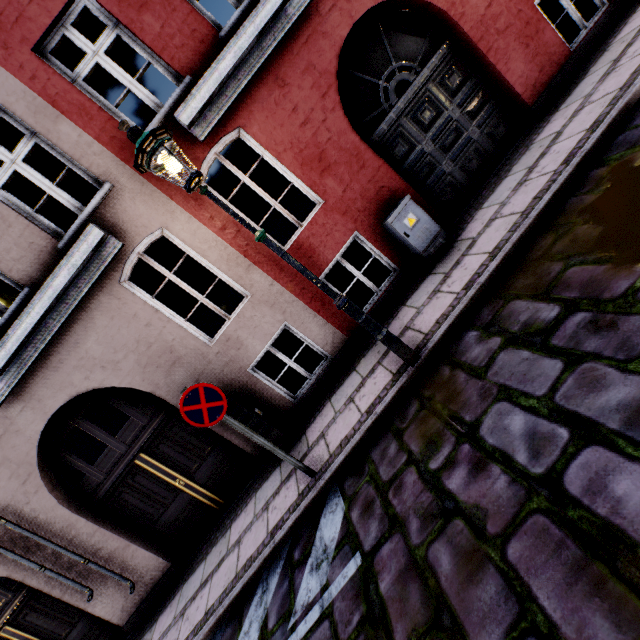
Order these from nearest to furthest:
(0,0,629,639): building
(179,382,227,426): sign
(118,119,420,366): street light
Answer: (118,119,420,366): street light < (179,382,227,426): sign < (0,0,629,639): building

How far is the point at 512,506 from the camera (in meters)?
2.08

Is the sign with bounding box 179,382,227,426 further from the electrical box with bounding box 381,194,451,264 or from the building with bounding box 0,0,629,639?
the electrical box with bounding box 381,194,451,264

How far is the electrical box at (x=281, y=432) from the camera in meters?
5.2 m

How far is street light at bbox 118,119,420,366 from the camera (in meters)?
3.03

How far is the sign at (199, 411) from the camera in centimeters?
375cm

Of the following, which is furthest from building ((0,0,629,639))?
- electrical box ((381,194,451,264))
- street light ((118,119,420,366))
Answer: street light ((118,119,420,366))

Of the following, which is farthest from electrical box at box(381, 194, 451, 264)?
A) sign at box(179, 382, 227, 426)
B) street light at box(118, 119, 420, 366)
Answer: sign at box(179, 382, 227, 426)
